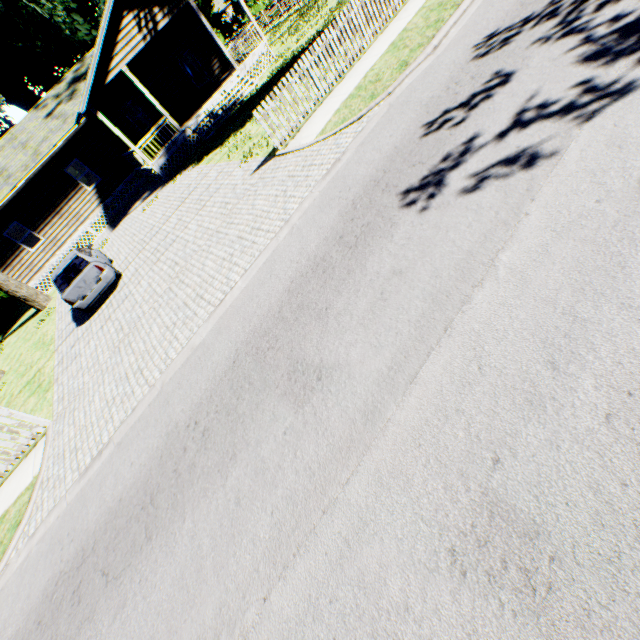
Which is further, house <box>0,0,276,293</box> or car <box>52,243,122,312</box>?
house <box>0,0,276,293</box>

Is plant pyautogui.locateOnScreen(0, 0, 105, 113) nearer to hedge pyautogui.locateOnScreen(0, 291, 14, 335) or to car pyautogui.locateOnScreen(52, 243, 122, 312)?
hedge pyautogui.locateOnScreen(0, 291, 14, 335)

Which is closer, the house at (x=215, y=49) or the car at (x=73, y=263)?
the car at (x=73, y=263)

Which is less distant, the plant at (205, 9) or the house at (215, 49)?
the house at (215, 49)

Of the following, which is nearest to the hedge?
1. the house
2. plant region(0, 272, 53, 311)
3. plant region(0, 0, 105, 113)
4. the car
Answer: plant region(0, 0, 105, 113)

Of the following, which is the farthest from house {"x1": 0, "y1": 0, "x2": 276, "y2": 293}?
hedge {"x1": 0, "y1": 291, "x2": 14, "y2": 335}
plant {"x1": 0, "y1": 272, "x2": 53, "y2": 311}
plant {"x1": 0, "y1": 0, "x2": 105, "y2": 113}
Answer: hedge {"x1": 0, "y1": 291, "x2": 14, "y2": 335}

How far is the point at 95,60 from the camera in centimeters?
1447cm

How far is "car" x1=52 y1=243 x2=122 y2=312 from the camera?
11.3 meters
